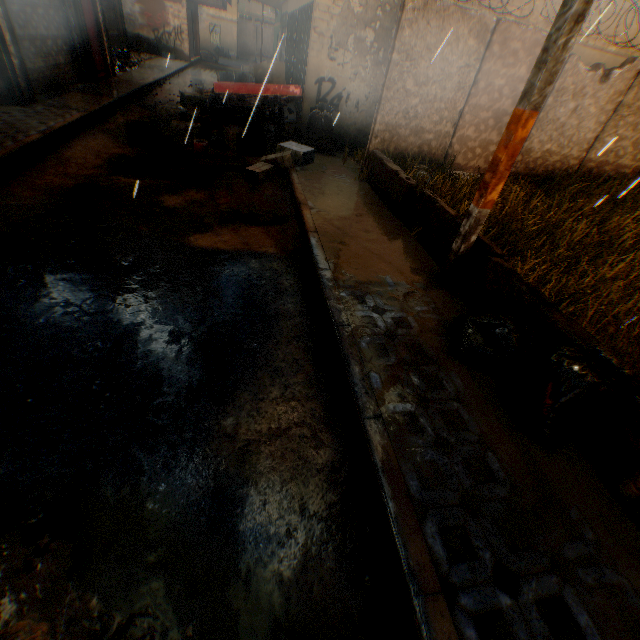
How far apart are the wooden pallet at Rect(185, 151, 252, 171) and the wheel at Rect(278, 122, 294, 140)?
2.0 meters

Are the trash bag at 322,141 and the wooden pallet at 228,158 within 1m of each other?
no

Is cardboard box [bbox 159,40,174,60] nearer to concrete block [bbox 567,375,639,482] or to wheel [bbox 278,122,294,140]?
wheel [bbox 278,122,294,140]

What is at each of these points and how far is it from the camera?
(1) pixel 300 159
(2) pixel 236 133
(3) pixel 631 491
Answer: (1) cardboard box, 7.6m
(2) cardboard box, 7.8m
(3) building, 2.4m

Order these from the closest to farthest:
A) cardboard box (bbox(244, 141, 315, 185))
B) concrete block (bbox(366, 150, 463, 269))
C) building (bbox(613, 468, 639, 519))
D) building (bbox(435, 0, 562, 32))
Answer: building (bbox(613, 468, 639, 519)) → concrete block (bbox(366, 150, 463, 269)) → cardboard box (bbox(244, 141, 315, 185)) → building (bbox(435, 0, 562, 32))

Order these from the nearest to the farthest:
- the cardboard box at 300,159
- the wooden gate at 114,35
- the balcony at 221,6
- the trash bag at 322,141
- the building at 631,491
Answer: the building at 631,491 < the cardboard box at 300,159 < the trash bag at 322,141 < the wooden gate at 114,35 < the balcony at 221,6

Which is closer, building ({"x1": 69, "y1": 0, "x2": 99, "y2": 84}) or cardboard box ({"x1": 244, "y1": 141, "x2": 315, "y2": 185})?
cardboard box ({"x1": 244, "y1": 141, "x2": 315, "y2": 185})

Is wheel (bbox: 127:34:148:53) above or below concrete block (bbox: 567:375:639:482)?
above
